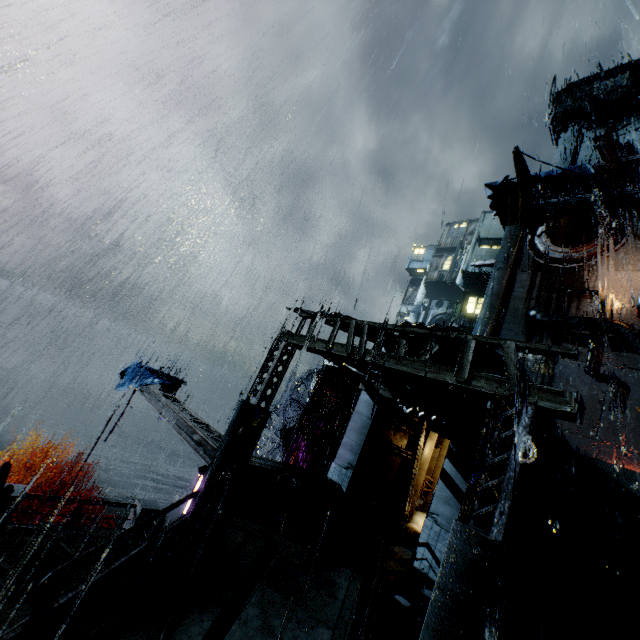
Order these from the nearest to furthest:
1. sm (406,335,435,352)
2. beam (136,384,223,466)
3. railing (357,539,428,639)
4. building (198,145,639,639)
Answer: building (198,145,639,639)
railing (357,539,428,639)
sm (406,335,435,352)
beam (136,384,223,466)

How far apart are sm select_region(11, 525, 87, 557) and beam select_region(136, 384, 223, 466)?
4.1m

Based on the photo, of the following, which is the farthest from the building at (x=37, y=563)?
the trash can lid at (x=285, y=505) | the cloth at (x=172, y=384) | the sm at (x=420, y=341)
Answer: the cloth at (x=172, y=384)

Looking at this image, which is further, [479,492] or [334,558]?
[334,558]

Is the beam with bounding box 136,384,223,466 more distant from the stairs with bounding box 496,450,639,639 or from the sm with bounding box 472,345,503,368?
the stairs with bounding box 496,450,639,639

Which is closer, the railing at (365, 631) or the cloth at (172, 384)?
the railing at (365, 631)

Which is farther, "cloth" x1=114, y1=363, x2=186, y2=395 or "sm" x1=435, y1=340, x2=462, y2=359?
"cloth" x1=114, y1=363, x2=186, y2=395

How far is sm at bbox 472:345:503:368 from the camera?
9.8m
